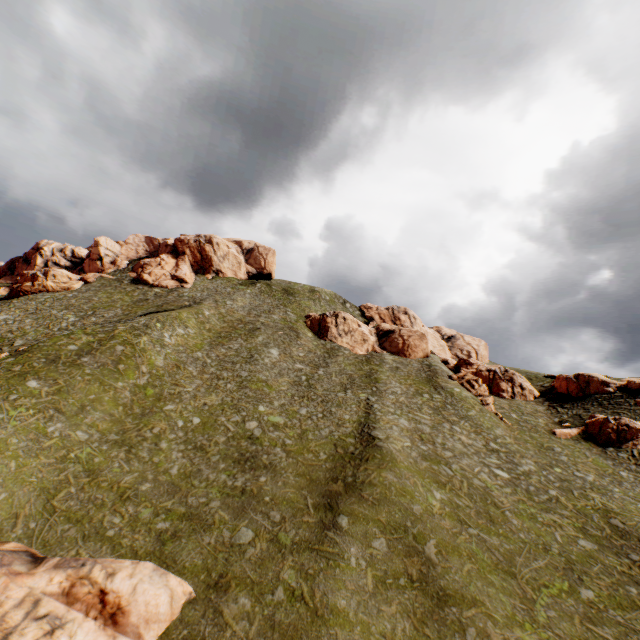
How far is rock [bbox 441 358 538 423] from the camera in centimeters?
4703cm

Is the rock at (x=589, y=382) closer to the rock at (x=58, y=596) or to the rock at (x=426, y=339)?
the rock at (x=426, y=339)

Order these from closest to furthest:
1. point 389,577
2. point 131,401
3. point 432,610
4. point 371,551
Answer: point 432,610 < point 389,577 < point 371,551 < point 131,401

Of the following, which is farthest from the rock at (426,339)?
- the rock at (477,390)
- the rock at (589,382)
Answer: the rock at (589,382)

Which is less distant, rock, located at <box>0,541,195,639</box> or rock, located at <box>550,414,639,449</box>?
rock, located at <box>0,541,195,639</box>

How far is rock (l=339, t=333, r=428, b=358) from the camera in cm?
5728

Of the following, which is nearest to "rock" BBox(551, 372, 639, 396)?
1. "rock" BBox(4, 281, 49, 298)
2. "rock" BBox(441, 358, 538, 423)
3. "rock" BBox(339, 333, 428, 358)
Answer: "rock" BBox(441, 358, 538, 423)

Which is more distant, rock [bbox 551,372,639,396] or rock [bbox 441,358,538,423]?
rock [bbox 441,358,538,423]
